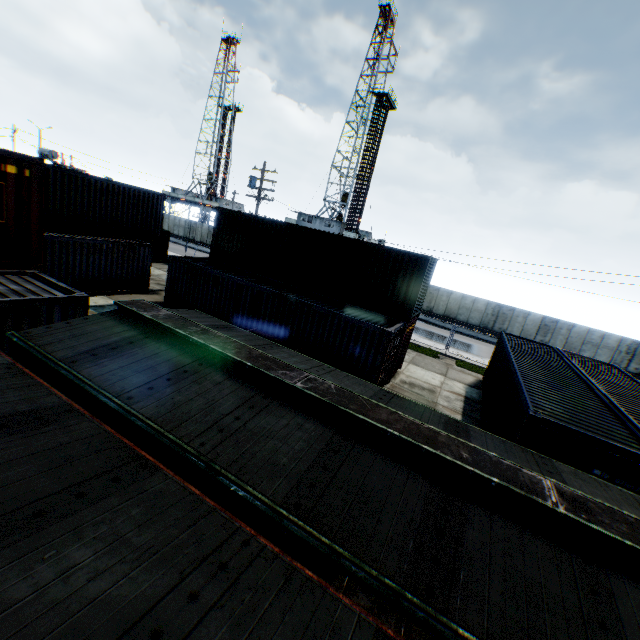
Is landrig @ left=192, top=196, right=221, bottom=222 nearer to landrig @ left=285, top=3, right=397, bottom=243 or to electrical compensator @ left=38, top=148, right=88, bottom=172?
landrig @ left=285, top=3, right=397, bottom=243

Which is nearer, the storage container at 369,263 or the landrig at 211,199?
the storage container at 369,263

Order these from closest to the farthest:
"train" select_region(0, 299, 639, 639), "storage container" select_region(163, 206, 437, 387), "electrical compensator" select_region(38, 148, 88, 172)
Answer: "train" select_region(0, 299, 639, 639), "storage container" select_region(163, 206, 437, 387), "electrical compensator" select_region(38, 148, 88, 172)

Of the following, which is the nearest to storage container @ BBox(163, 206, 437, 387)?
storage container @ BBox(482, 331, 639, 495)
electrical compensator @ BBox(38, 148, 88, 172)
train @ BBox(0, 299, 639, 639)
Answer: storage container @ BBox(482, 331, 639, 495)

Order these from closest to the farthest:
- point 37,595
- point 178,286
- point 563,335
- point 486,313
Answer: point 37,595, point 178,286, point 563,335, point 486,313

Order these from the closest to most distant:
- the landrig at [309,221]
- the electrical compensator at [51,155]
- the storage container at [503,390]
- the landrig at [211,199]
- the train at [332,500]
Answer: the train at [332,500] → the storage container at [503,390] → the electrical compensator at [51,155] → the landrig at [309,221] → the landrig at [211,199]

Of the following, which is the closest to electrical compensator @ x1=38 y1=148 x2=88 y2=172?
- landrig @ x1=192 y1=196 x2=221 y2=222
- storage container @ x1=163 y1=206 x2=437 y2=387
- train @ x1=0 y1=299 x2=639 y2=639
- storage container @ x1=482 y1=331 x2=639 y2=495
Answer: storage container @ x1=163 y1=206 x2=437 y2=387
